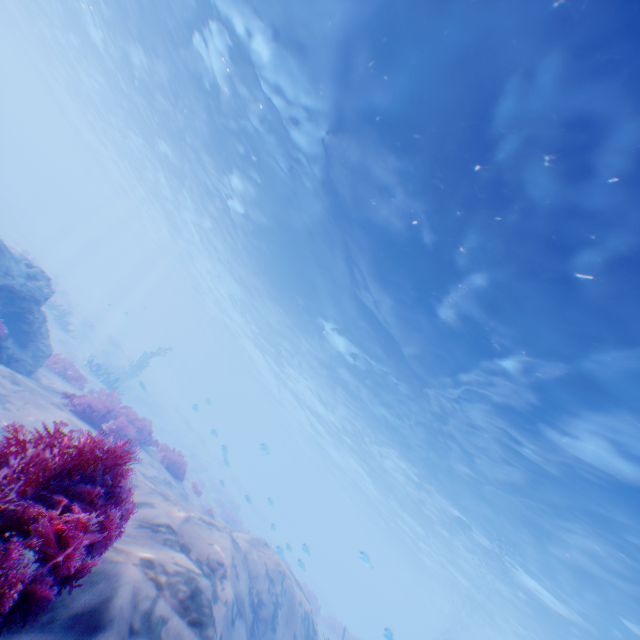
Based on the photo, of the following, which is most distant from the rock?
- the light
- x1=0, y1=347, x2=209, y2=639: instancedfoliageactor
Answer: the light

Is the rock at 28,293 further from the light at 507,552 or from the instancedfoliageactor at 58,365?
the light at 507,552

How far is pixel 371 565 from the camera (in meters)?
13.81

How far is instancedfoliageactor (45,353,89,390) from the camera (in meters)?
12.88

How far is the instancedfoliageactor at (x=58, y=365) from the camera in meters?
12.9

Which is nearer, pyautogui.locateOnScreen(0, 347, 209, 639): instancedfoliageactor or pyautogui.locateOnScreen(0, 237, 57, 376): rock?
pyautogui.locateOnScreen(0, 347, 209, 639): instancedfoliageactor

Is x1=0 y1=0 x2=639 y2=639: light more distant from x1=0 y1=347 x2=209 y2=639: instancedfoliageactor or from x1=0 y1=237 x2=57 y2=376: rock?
x1=0 y1=237 x2=57 y2=376: rock

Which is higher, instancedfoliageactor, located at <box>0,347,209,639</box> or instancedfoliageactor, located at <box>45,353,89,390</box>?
instancedfoliageactor, located at <box>0,347,209,639</box>
